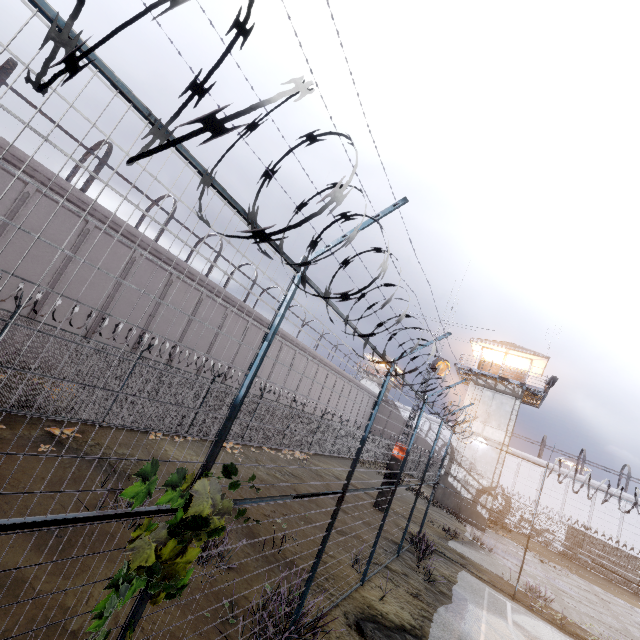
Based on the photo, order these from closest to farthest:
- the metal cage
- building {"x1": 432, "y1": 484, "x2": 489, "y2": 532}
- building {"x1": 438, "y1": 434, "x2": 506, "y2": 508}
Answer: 1. the metal cage
2. building {"x1": 432, "y1": 484, "x2": 489, "y2": 532}
3. building {"x1": 438, "y1": 434, "x2": 506, "y2": 508}

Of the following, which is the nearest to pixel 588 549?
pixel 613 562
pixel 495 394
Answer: pixel 613 562

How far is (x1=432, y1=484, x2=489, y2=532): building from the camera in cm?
2490

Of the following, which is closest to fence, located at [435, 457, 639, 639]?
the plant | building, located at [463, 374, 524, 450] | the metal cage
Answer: the plant

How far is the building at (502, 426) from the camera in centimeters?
2653cm

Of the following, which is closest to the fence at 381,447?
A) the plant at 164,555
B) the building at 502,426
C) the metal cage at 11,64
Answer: the plant at 164,555
